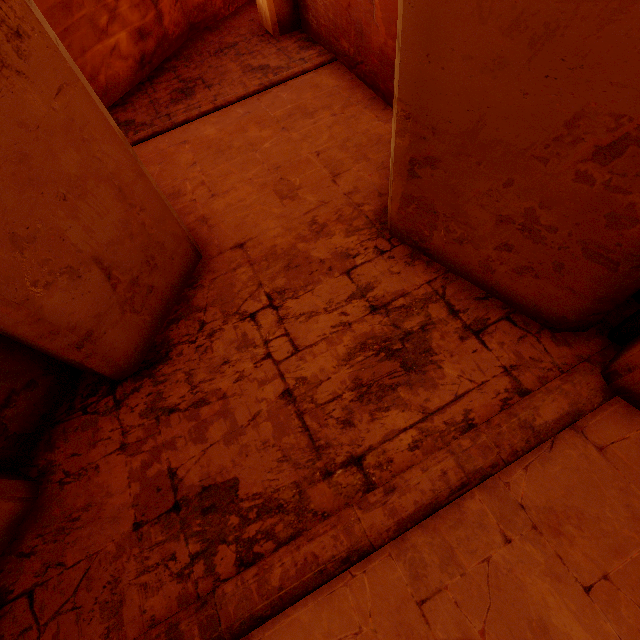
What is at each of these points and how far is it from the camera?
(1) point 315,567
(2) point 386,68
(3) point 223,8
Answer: (1) building, 2.4 meters
(2) column, 4.9 meters
(3) rock, 8.2 meters

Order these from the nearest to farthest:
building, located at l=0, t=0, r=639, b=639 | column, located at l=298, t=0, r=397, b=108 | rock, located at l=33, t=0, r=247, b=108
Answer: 1. building, located at l=0, t=0, r=639, b=639
2. column, located at l=298, t=0, r=397, b=108
3. rock, located at l=33, t=0, r=247, b=108

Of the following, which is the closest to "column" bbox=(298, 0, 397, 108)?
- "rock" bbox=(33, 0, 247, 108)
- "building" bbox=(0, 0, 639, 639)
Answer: "building" bbox=(0, 0, 639, 639)

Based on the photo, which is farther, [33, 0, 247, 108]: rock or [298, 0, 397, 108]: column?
[33, 0, 247, 108]: rock

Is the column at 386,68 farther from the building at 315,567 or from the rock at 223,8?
the rock at 223,8

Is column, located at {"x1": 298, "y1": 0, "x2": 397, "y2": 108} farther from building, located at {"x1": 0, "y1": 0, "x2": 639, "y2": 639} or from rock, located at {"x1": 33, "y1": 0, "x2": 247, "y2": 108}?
rock, located at {"x1": 33, "y1": 0, "x2": 247, "y2": 108}

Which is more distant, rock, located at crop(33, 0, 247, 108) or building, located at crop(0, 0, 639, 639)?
rock, located at crop(33, 0, 247, 108)

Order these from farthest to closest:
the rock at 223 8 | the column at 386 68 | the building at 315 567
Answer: the rock at 223 8 → the column at 386 68 → the building at 315 567
